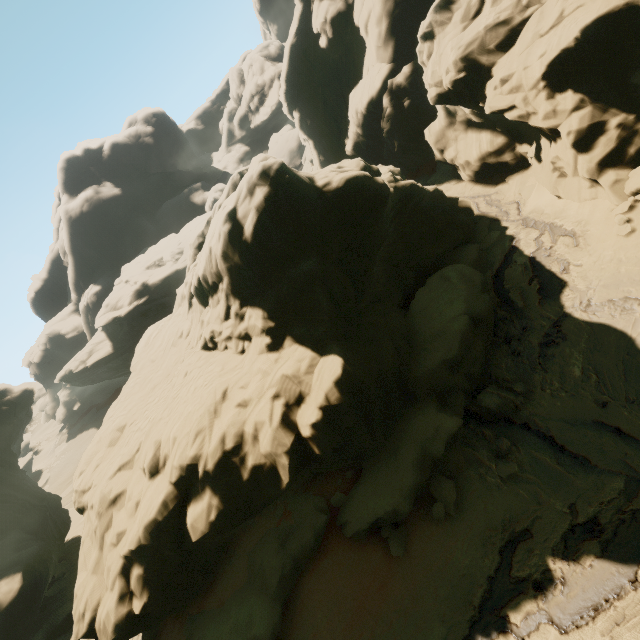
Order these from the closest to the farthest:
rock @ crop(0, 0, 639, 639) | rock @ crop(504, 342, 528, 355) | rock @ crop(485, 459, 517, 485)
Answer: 1. rock @ crop(485, 459, 517, 485)
2. rock @ crop(0, 0, 639, 639)
3. rock @ crop(504, 342, 528, 355)

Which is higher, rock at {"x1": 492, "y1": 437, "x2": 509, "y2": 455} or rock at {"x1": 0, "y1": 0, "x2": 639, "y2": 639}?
rock at {"x1": 0, "y1": 0, "x2": 639, "y2": 639}

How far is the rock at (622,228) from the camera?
12.3m

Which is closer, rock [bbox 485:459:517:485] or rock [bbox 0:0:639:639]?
rock [bbox 485:459:517:485]

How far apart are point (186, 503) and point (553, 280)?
17.2 meters

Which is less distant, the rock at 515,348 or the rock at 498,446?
the rock at 498,446

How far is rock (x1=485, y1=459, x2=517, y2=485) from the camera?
9.7 meters
